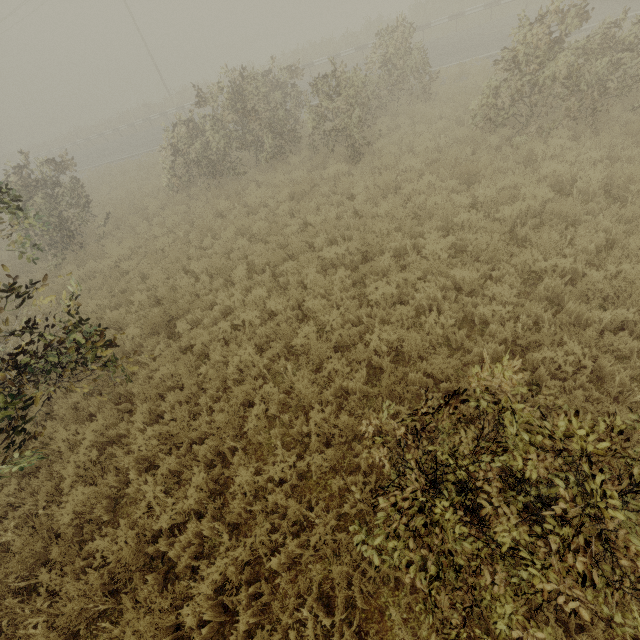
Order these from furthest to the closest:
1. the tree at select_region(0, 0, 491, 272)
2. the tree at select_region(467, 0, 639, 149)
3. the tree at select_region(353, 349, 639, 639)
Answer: the tree at select_region(0, 0, 491, 272), the tree at select_region(467, 0, 639, 149), the tree at select_region(353, 349, 639, 639)

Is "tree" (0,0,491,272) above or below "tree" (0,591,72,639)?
above

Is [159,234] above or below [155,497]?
above

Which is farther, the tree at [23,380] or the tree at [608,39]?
the tree at [608,39]

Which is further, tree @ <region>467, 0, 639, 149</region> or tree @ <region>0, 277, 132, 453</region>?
tree @ <region>467, 0, 639, 149</region>

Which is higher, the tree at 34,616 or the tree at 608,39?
the tree at 608,39
